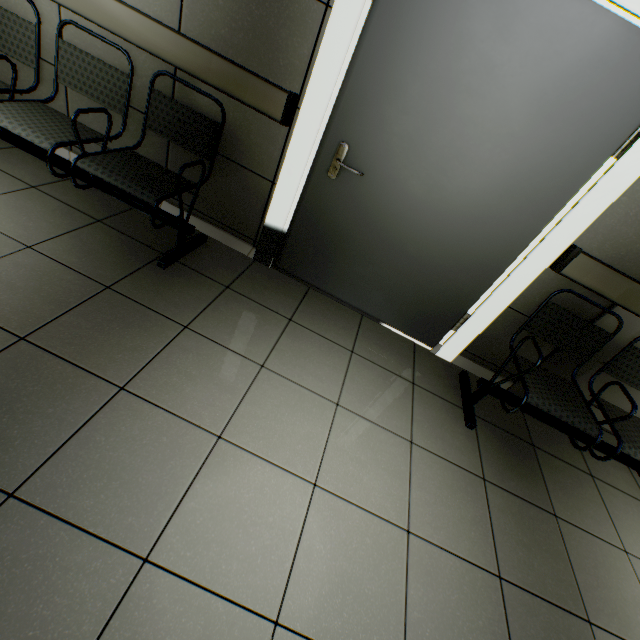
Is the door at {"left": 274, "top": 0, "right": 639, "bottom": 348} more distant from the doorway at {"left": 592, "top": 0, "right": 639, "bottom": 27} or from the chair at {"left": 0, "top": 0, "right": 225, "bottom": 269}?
the chair at {"left": 0, "top": 0, "right": 225, "bottom": 269}

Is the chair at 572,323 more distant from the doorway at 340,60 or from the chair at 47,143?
the chair at 47,143

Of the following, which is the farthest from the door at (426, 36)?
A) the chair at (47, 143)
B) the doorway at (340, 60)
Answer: the chair at (47, 143)

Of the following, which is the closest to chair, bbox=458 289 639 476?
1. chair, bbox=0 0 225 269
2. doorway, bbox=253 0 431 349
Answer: doorway, bbox=253 0 431 349

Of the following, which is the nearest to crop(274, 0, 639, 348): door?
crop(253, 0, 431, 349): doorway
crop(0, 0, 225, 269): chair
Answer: crop(253, 0, 431, 349): doorway

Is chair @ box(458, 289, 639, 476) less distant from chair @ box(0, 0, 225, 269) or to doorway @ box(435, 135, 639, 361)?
doorway @ box(435, 135, 639, 361)

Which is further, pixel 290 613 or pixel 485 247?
pixel 485 247
